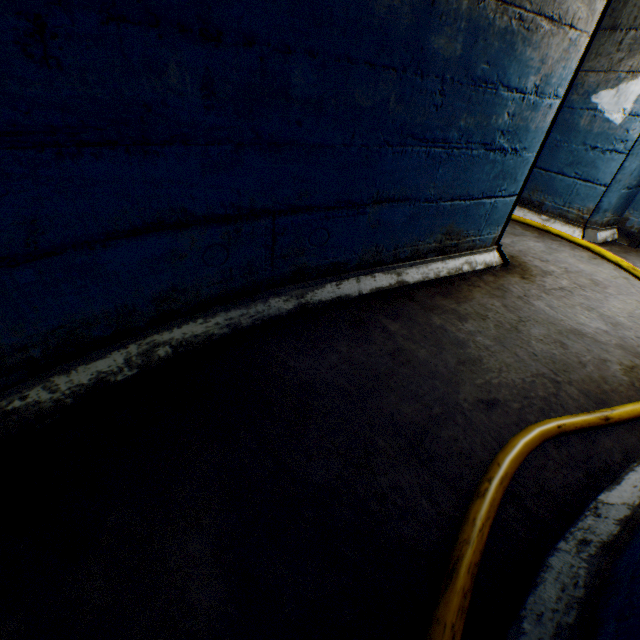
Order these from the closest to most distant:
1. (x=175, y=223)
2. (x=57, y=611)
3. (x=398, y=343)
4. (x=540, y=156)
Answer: (x=57, y=611) → (x=175, y=223) → (x=398, y=343) → (x=540, y=156)
